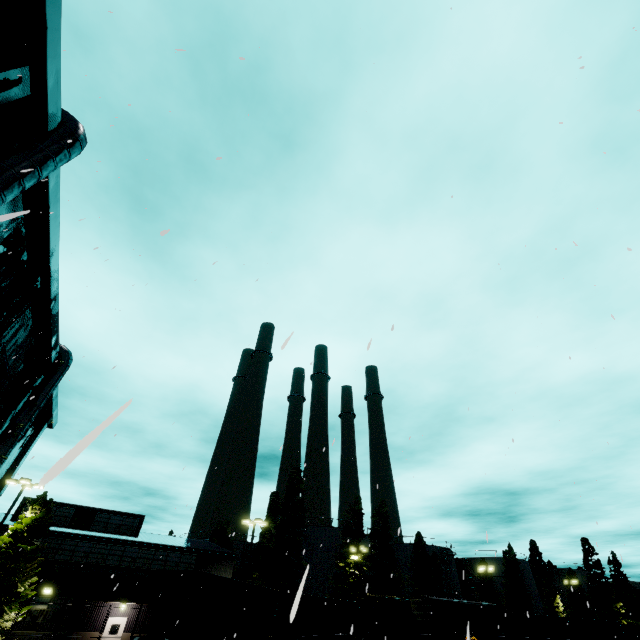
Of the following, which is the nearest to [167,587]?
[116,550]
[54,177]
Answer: [116,550]

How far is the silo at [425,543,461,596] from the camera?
54.09m

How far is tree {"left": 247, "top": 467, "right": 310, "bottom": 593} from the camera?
36.0m

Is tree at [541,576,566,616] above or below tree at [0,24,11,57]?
below

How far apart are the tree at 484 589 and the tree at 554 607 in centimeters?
1247cm

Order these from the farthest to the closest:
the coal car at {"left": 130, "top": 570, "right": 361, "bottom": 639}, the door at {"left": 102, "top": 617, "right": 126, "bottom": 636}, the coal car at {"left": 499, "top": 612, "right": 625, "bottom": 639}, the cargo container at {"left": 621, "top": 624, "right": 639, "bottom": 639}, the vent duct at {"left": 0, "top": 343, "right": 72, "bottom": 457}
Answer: the cargo container at {"left": 621, "top": 624, "right": 639, "bottom": 639} → the coal car at {"left": 499, "top": 612, "right": 625, "bottom": 639} → the door at {"left": 102, "top": 617, "right": 126, "bottom": 636} → the vent duct at {"left": 0, "top": 343, "right": 72, "bottom": 457} → the coal car at {"left": 130, "top": 570, "right": 361, "bottom": 639}

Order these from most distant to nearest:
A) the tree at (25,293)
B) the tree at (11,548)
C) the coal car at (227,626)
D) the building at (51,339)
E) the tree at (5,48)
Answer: the tree at (11,548), the coal car at (227,626), the tree at (25,293), the building at (51,339), the tree at (5,48)

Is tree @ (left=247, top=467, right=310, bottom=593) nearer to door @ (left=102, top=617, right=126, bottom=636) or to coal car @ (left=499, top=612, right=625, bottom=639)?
coal car @ (left=499, top=612, right=625, bottom=639)
